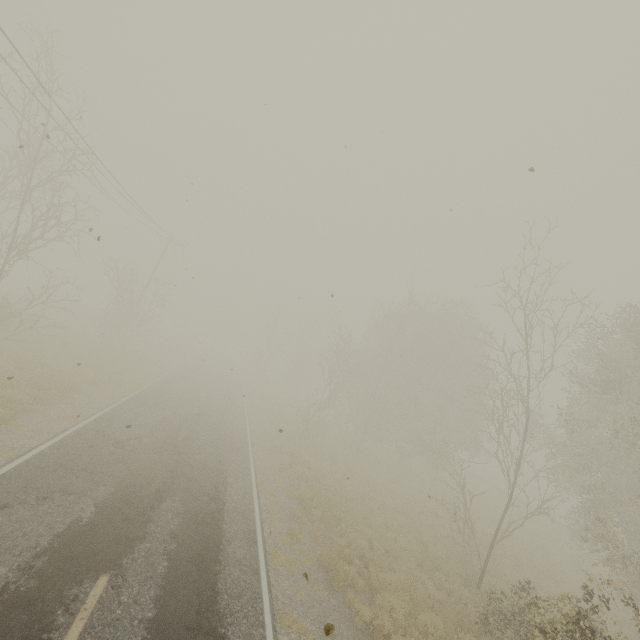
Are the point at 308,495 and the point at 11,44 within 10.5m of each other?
no
